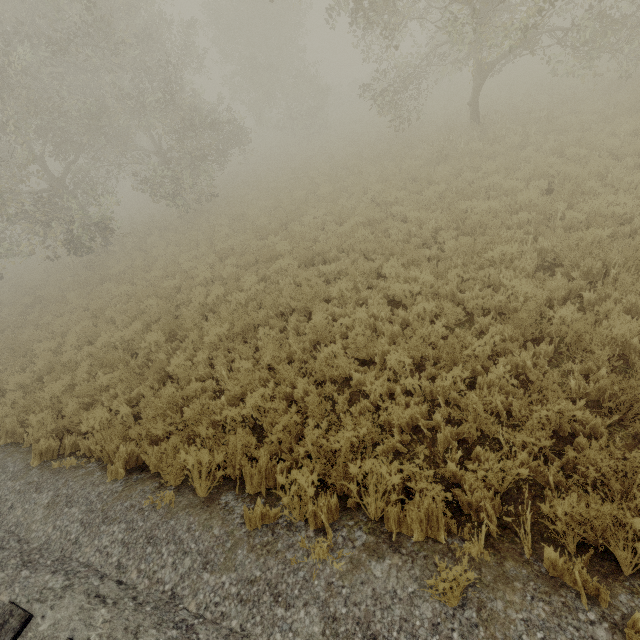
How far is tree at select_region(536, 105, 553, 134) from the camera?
11.54m

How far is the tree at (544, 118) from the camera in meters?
11.5 m

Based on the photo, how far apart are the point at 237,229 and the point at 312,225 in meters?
5.5 m
